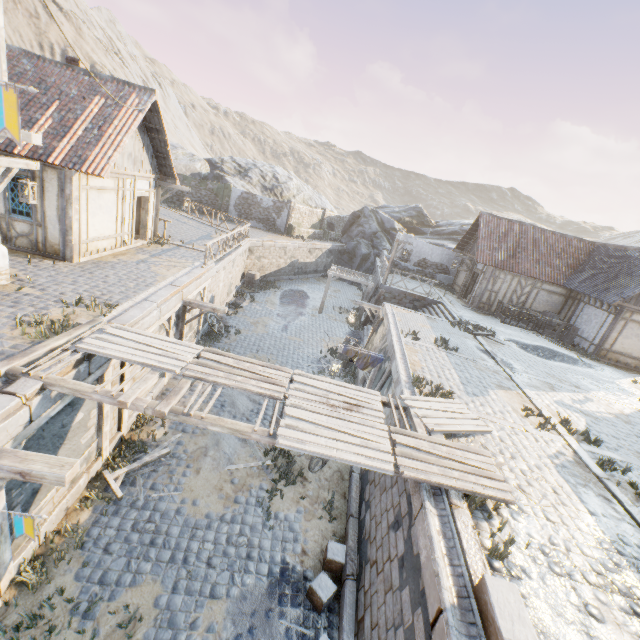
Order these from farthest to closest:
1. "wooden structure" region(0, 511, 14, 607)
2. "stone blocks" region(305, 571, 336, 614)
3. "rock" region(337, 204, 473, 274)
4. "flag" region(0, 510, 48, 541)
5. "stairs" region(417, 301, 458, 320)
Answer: "rock" region(337, 204, 473, 274) < "stairs" region(417, 301, 458, 320) < "stone blocks" region(305, 571, 336, 614) < "wooden structure" region(0, 511, 14, 607) < "flag" region(0, 510, 48, 541)

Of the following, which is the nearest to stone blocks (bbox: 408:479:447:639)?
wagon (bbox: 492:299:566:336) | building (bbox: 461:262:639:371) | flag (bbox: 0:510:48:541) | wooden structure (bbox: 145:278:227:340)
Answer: wooden structure (bbox: 145:278:227:340)

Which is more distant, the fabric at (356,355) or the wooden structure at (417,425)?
the fabric at (356,355)

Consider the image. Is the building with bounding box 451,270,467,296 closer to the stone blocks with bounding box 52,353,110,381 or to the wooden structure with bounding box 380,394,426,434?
the stone blocks with bounding box 52,353,110,381

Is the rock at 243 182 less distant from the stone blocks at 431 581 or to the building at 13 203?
the stone blocks at 431 581

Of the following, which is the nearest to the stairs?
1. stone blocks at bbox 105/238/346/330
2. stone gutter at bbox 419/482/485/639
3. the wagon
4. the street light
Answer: stone blocks at bbox 105/238/346/330

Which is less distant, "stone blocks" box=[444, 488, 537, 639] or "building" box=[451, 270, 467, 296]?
"stone blocks" box=[444, 488, 537, 639]

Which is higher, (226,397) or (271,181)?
(271,181)
